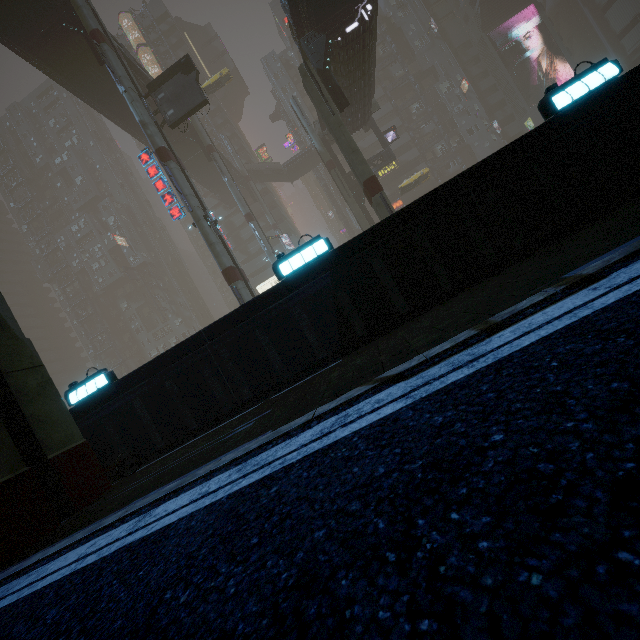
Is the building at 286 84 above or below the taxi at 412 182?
above

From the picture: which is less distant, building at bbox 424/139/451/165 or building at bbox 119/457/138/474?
building at bbox 119/457/138/474

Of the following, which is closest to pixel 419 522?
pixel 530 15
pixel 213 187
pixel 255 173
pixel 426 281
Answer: pixel 426 281

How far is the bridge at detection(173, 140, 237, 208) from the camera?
40.9m

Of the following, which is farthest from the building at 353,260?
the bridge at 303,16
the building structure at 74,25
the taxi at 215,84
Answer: the building structure at 74,25

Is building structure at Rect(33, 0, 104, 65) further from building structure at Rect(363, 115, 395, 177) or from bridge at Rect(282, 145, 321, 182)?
bridge at Rect(282, 145, 321, 182)

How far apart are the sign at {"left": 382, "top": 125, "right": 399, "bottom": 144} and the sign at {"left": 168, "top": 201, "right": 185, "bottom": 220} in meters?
24.4
